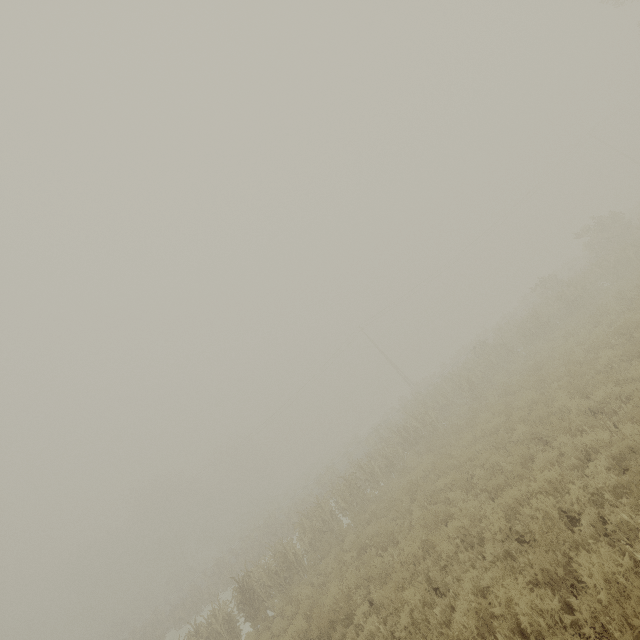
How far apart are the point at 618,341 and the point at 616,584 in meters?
9.3
